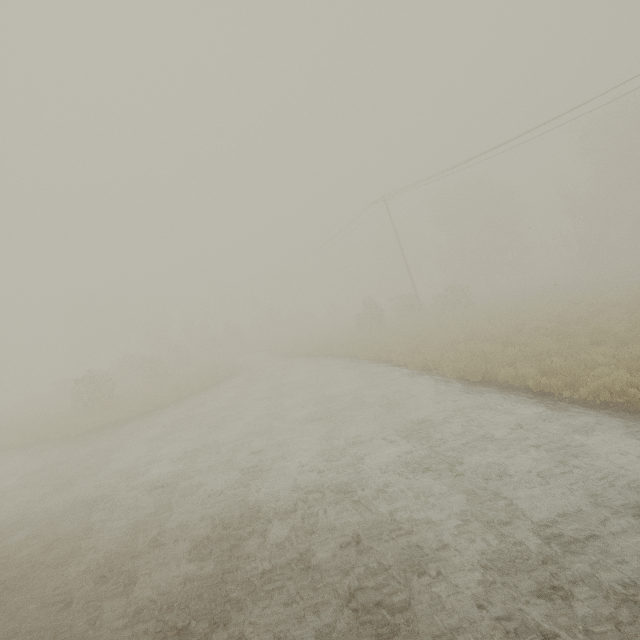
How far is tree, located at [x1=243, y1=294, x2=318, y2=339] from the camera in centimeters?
4909cm

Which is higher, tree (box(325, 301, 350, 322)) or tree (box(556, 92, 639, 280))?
tree (box(556, 92, 639, 280))

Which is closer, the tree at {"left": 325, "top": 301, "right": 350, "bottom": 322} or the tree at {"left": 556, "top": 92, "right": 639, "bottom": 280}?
the tree at {"left": 556, "top": 92, "right": 639, "bottom": 280}

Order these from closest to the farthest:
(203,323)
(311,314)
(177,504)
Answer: (177,504)
(311,314)
(203,323)

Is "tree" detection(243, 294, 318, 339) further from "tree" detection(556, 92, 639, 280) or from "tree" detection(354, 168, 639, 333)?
"tree" detection(556, 92, 639, 280)

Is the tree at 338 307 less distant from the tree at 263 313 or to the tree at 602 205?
the tree at 602 205

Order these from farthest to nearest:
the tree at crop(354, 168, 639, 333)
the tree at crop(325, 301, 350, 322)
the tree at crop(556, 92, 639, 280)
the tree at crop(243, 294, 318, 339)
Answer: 1. the tree at crop(325, 301, 350, 322)
2. the tree at crop(243, 294, 318, 339)
3. the tree at crop(556, 92, 639, 280)
4. the tree at crop(354, 168, 639, 333)

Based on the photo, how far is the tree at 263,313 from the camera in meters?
49.1 m
